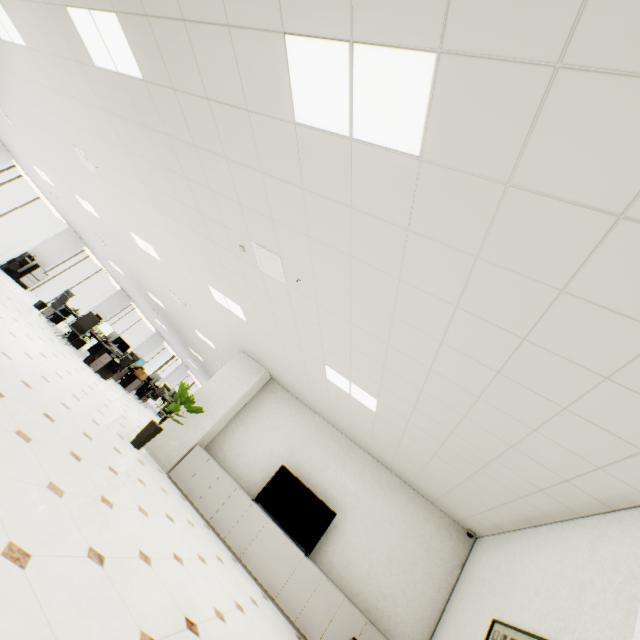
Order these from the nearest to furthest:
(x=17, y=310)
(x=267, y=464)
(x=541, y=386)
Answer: (x=541, y=386), (x=267, y=464), (x=17, y=310)

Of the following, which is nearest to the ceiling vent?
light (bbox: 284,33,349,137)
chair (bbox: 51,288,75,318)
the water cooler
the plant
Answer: light (bbox: 284,33,349,137)

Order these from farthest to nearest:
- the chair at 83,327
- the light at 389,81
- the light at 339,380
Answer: the chair at 83,327 < the light at 339,380 < the light at 389,81

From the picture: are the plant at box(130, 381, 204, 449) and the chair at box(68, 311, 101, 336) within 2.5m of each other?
no

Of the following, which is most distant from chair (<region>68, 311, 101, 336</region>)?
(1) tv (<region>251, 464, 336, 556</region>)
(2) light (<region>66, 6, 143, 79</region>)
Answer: (2) light (<region>66, 6, 143, 79</region>)

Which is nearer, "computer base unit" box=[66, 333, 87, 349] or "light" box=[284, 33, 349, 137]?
"light" box=[284, 33, 349, 137]

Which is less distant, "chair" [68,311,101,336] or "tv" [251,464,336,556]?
"tv" [251,464,336,556]

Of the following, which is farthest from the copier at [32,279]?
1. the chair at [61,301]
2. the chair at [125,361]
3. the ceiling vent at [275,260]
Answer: the ceiling vent at [275,260]
